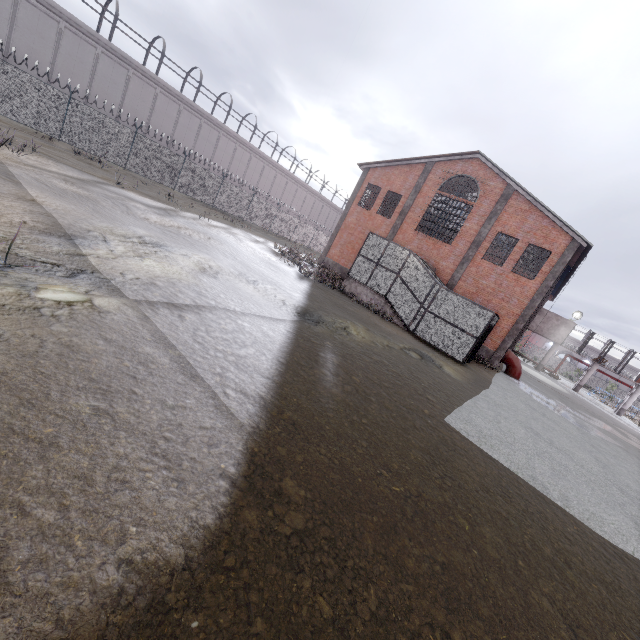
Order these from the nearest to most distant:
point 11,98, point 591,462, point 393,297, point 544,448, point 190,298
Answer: point 190,298 < point 544,448 < point 591,462 < point 11,98 < point 393,297
